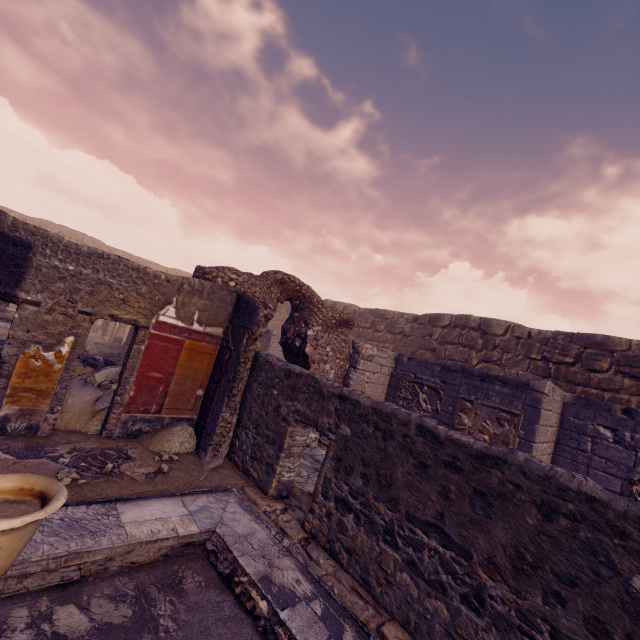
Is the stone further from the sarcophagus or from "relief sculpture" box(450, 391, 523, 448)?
the sarcophagus

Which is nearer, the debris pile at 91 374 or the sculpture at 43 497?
the sculpture at 43 497

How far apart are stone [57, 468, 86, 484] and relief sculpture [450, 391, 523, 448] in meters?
6.6

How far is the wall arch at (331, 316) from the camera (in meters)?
7.30

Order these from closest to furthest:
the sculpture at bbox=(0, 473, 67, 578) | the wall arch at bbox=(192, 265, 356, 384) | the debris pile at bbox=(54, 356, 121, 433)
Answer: the sculpture at bbox=(0, 473, 67, 578), the debris pile at bbox=(54, 356, 121, 433), the wall arch at bbox=(192, 265, 356, 384)

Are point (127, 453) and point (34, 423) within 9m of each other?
yes

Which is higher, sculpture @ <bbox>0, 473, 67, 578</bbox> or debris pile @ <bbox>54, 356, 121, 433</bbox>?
sculpture @ <bbox>0, 473, 67, 578</bbox>

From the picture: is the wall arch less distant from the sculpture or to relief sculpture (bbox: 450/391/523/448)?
relief sculpture (bbox: 450/391/523/448)
